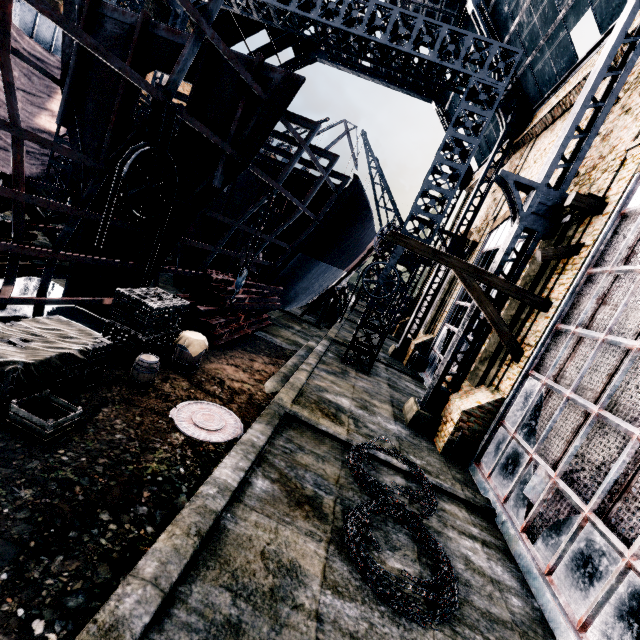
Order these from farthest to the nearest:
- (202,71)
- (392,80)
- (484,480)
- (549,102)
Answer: (392,80) < (549,102) < (484,480) < (202,71)

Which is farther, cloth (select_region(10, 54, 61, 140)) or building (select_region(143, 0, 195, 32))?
building (select_region(143, 0, 195, 32))

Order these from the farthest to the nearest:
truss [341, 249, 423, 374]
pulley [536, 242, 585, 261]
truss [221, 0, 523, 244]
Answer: truss [341, 249, 423, 374], truss [221, 0, 523, 244], pulley [536, 242, 585, 261]

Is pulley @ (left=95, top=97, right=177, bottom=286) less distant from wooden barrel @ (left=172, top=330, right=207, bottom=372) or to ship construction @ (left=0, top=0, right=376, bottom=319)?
ship construction @ (left=0, top=0, right=376, bottom=319)

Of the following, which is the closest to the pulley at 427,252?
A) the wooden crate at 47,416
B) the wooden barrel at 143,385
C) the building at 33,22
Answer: the building at 33,22

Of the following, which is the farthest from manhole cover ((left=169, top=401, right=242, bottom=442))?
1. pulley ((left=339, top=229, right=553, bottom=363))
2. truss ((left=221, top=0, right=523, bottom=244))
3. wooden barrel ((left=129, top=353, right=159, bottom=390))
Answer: truss ((left=221, top=0, right=523, bottom=244))

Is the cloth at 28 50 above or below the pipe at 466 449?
above

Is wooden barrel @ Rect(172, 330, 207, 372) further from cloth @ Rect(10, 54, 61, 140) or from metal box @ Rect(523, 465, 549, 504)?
cloth @ Rect(10, 54, 61, 140)
